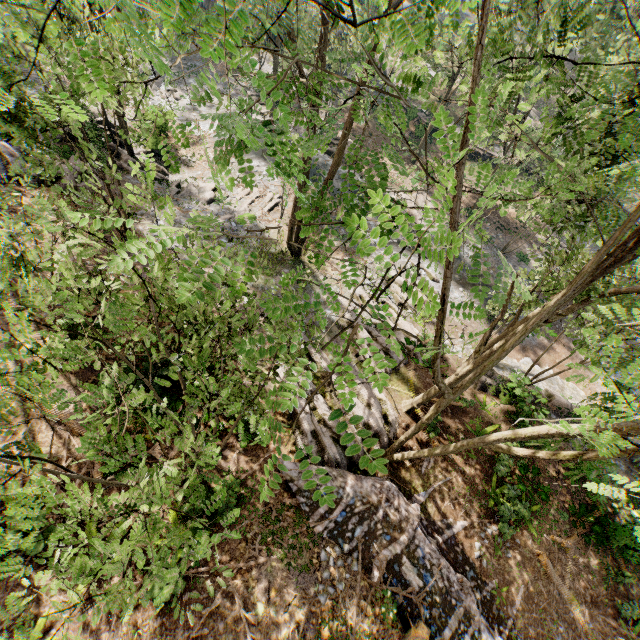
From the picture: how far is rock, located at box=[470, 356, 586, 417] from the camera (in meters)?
16.17

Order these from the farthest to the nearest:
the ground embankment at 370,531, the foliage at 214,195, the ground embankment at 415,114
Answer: the ground embankment at 415,114 → the foliage at 214,195 → the ground embankment at 370,531

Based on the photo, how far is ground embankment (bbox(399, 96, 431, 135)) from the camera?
34.4m

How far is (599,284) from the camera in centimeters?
916cm

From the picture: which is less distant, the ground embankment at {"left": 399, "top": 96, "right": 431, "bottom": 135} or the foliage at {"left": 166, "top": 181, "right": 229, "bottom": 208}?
the foliage at {"left": 166, "top": 181, "right": 229, "bottom": 208}

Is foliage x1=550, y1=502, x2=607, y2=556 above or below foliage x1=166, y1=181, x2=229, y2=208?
above

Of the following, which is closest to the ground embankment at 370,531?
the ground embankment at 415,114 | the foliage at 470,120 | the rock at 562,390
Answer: the foliage at 470,120
